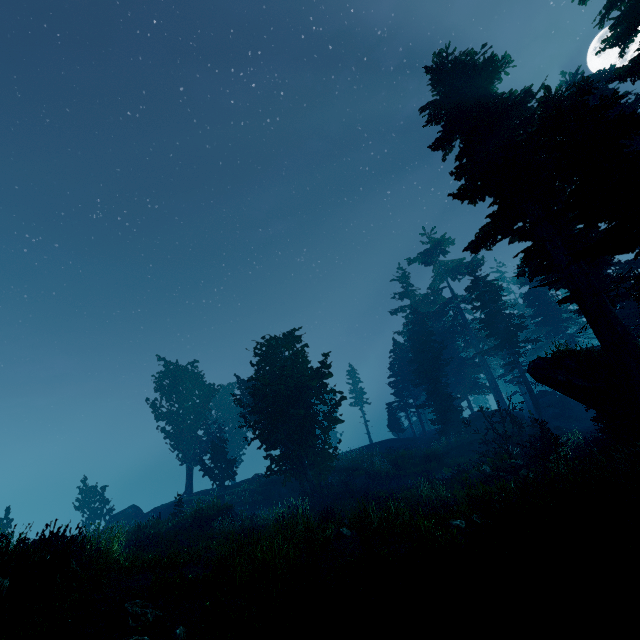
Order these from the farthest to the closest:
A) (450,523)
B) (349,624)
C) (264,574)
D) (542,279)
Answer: (542,279) < (450,523) < (264,574) < (349,624)

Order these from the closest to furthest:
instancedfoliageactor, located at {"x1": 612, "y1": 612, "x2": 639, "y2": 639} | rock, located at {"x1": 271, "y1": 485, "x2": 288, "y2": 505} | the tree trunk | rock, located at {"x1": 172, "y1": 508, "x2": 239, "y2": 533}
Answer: instancedfoliageactor, located at {"x1": 612, "y1": 612, "x2": 639, "y2": 639}, the tree trunk, rock, located at {"x1": 172, "y1": 508, "x2": 239, "y2": 533}, rock, located at {"x1": 271, "y1": 485, "x2": 288, "y2": 505}

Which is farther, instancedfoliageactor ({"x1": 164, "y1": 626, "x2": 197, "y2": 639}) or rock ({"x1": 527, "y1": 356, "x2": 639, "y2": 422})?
rock ({"x1": 527, "y1": 356, "x2": 639, "y2": 422})

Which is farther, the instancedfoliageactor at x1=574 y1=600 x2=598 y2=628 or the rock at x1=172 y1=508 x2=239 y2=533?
the rock at x1=172 y1=508 x2=239 y2=533

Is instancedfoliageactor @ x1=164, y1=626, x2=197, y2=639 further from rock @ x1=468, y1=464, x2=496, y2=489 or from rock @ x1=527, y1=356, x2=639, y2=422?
rock @ x1=468, y1=464, x2=496, y2=489

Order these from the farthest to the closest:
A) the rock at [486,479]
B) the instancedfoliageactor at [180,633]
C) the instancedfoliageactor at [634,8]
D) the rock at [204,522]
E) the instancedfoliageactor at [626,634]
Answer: the rock at [204,522] < the rock at [486,479] < the instancedfoliageactor at [634,8] < the instancedfoliageactor at [180,633] < the instancedfoliageactor at [626,634]

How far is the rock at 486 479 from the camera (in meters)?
16.06

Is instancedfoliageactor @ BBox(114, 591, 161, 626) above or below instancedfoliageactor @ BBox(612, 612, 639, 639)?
above
